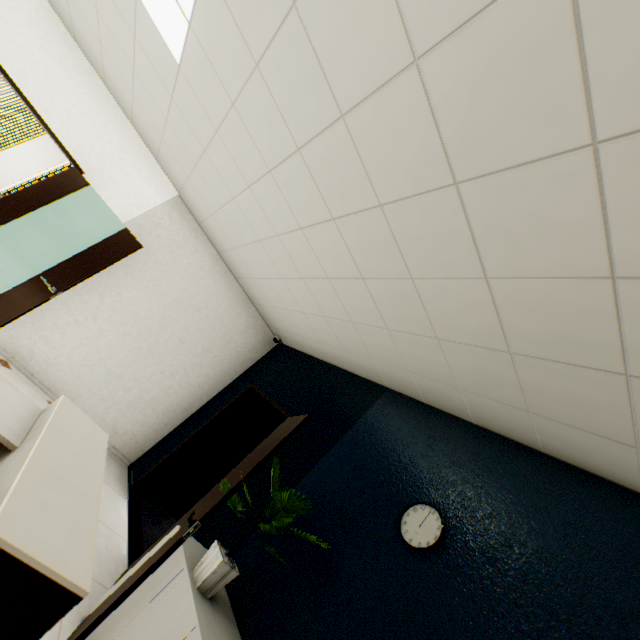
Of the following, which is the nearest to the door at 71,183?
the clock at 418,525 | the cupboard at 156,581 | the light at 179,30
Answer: the light at 179,30

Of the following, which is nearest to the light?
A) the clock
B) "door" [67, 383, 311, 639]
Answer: "door" [67, 383, 311, 639]

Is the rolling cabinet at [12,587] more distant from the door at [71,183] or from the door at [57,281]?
the door at [71,183]

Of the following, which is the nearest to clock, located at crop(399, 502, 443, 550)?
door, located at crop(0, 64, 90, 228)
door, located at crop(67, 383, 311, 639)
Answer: door, located at crop(67, 383, 311, 639)

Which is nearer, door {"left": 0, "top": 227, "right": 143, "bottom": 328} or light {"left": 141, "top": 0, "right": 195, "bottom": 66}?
light {"left": 141, "top": 0, "right": 195, "bottom": 66}

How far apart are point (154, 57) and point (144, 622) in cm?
425

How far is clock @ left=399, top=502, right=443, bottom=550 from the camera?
2.0m

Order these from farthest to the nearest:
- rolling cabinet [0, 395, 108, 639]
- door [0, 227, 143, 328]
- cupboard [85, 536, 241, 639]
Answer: door [0, 227, 143, 328] < cupboard [85, 536, 241, 639] < rolling cabinet [0, 395, 108, 639]
